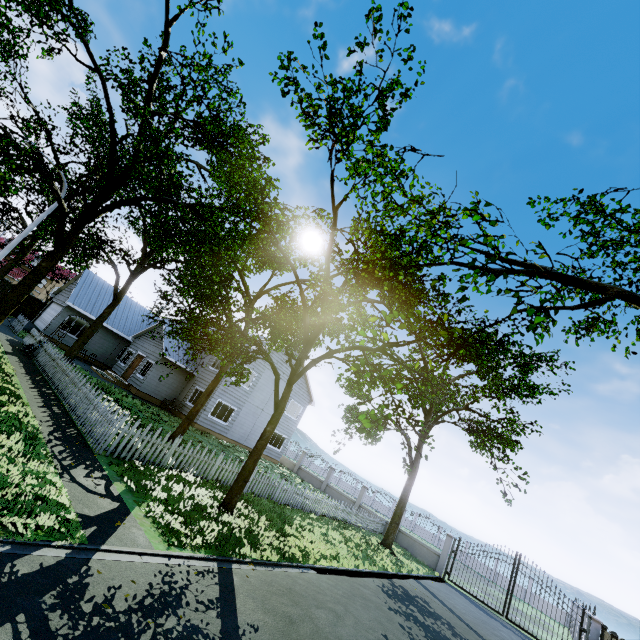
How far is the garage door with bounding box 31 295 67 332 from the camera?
25.6m

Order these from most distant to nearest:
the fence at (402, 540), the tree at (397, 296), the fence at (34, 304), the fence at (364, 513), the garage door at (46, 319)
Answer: the garage door at (46, 319), the fence at (34, 304), the fence at (402, 540), the fence at (364, 513), the tree at (397, 296)

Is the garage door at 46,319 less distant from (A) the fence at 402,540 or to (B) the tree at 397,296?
(B) the tree at 397,296

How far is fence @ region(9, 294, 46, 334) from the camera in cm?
2172

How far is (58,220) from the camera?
13.4 meters

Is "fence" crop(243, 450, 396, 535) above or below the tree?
below

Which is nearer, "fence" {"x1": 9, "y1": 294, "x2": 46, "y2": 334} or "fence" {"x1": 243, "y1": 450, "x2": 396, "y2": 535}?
"fence" {"x1": 243, "y1": 450, "x2": 396, "y2": 535}
